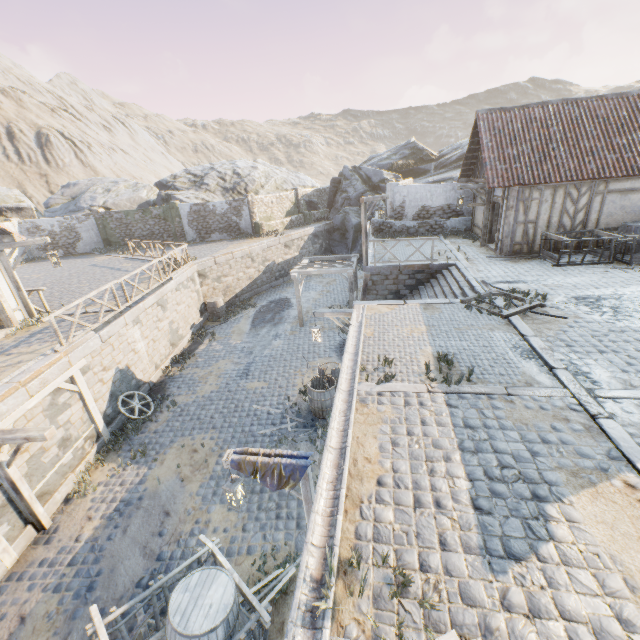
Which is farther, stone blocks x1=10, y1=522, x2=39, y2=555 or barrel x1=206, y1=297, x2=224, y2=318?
barrel x1=206, y1=297, x2=224, y2=318

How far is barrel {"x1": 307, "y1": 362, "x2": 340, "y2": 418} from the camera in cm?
1020

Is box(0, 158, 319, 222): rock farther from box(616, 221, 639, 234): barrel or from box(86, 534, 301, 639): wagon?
box(616, 221, 639, 234): barrel

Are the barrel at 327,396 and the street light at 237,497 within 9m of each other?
yes

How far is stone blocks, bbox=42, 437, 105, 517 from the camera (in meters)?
8.22

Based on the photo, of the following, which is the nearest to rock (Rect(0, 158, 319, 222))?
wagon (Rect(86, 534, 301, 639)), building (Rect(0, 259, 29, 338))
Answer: building (Rect(0, 259, 29, 338))

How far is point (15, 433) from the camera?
6.7 meters

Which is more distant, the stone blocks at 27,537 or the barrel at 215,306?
the barrel at 215,306
